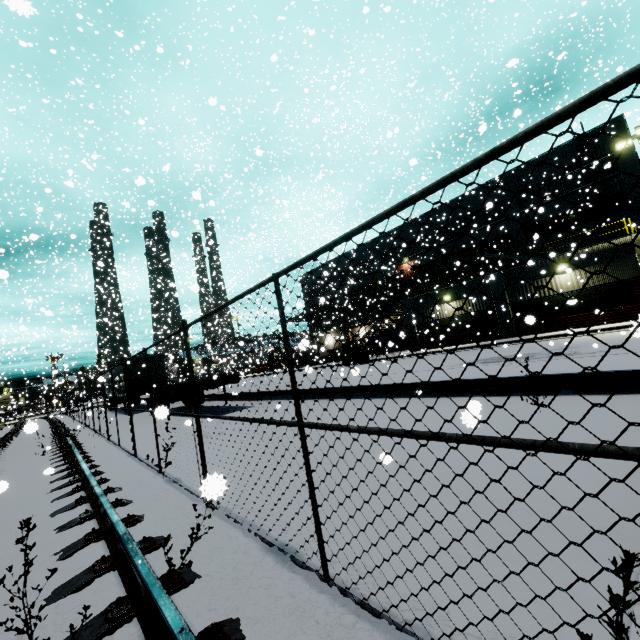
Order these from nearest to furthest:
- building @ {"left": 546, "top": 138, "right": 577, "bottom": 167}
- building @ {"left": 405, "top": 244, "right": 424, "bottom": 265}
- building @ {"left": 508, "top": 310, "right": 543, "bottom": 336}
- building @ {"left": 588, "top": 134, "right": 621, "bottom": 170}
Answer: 1. building @ {"left": 508, "top": 310, "right": 543, "bottom": 336}
2. building @ {"left": 588, "top": 134, "right": 621, "bottom": 170}
3. building @ {"left": 546, "top": 138, "right": 577, "bottom": 167}
4. building @ {"left": 405, "top": 244, "right": 424, "bottom": 265}

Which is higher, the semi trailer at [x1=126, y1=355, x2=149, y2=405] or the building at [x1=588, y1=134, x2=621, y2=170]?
the building at [x1=588, y1=134, x2=621, y2=170]

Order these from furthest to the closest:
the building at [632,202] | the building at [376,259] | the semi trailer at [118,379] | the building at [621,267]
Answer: the building at [376,259], the building at [632,202], the semi trailer at [118,379], the building at [621,267]

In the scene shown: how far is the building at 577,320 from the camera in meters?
20.0

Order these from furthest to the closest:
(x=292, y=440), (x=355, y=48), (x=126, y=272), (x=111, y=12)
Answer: (x=126, y=272)
(x=111, y=12)
(x=355, y=48)
(x=292, y=440)

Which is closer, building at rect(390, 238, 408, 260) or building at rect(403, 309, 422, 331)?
building at rect(403, 309, 422, 331)

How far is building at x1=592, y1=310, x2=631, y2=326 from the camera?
19.0m
